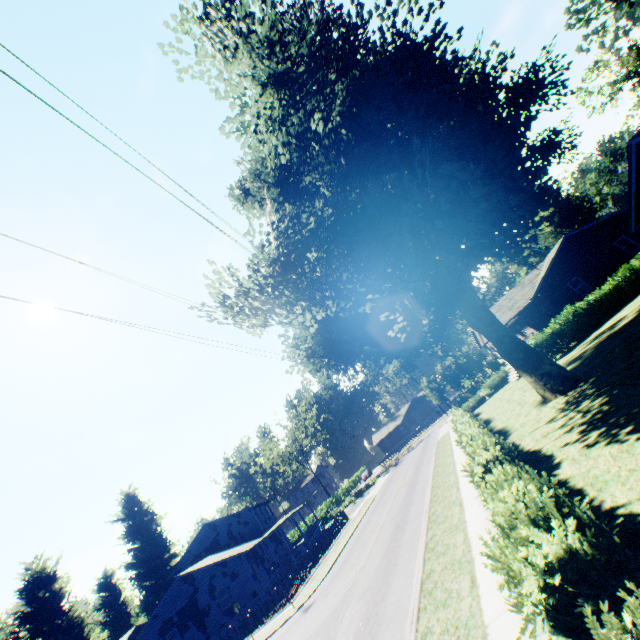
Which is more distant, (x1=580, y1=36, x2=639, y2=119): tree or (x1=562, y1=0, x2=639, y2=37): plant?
(x1=580, y1=36, x2=639, y2=119): tree

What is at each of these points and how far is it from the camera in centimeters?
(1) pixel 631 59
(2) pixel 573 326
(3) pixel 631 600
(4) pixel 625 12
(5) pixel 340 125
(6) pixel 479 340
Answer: (1) tree, 3684cm
(2) hedge, 2430cm
(3) hedge, 356cm
(4) plant, 2381cm
(5) plant, 1184cm
(6) house, 3759cm

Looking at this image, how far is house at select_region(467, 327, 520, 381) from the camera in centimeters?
3173cm

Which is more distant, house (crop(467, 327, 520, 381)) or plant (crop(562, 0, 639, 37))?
house (crop(467, 327, 520, 381))

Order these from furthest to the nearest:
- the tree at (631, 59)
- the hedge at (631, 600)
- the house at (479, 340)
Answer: the tree at (631, 59) < the house at (479, 340) < the hedge at (631, 600)

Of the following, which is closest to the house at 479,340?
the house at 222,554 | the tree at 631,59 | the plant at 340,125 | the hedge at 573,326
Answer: the plant at 340,125

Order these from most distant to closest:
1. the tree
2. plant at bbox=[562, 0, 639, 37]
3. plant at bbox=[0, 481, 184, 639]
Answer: the tree → plant at bbox=[0, 481, 184, 639] → plant at bbox=[562, 0, 639, 37]

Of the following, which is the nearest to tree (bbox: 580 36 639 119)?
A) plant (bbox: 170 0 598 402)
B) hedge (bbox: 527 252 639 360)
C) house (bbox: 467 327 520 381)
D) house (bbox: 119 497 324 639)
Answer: plant (bbox: 170 0 598 402)
